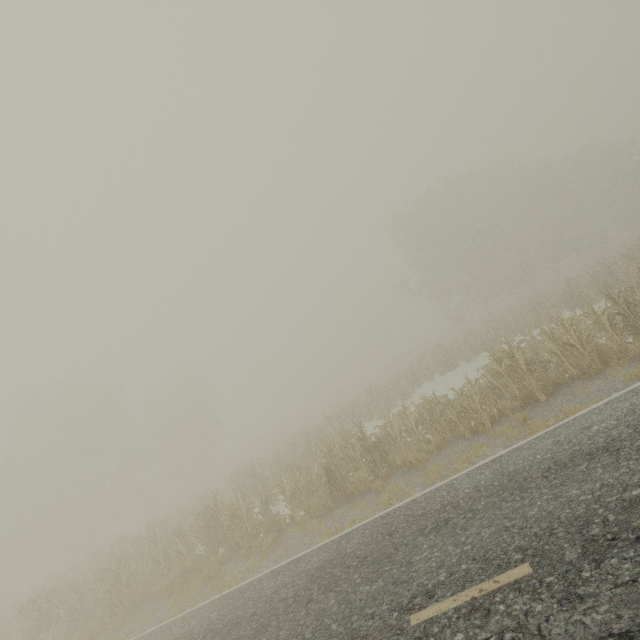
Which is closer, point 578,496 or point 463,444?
point 578,496
